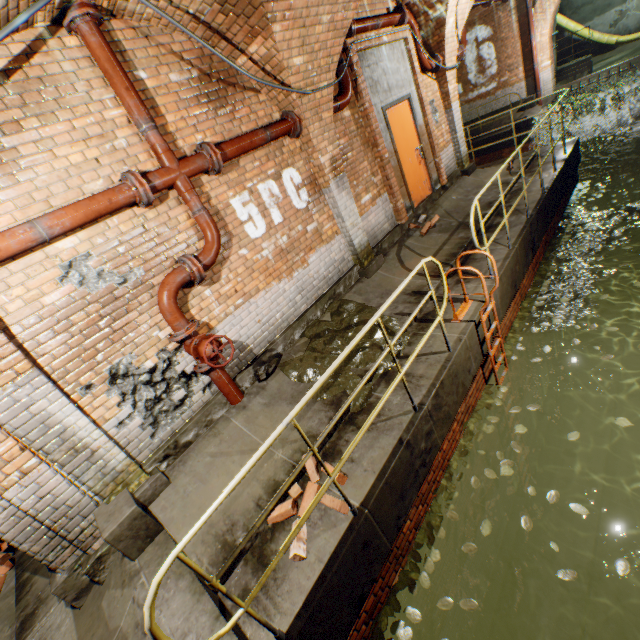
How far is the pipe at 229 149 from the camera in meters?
4.1 m

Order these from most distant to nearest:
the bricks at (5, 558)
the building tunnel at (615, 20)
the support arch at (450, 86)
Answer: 1. the building tunnel at (615, 20)
2. the support arch at (450, 86)
3. the bricks at (5, 558)

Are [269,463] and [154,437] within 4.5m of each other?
yes

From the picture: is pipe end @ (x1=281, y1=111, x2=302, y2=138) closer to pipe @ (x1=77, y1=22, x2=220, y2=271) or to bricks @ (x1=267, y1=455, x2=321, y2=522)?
pipe @ (x1=77, y1=22, x2=220, y2=271)

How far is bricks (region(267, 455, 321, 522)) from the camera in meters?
3.1 m

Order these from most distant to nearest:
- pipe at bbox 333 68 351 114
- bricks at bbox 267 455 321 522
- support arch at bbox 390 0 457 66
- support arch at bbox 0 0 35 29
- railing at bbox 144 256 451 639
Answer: support arch at bbox 390 0 457 66 → pipe at bbox 333 68 351 114 → bricks at bbox 267 455 321 522 → support arch at bbox 0 0 35 29 → railing at bbox 144 256 451 639

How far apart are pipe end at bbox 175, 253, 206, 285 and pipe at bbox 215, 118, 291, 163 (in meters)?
1.26

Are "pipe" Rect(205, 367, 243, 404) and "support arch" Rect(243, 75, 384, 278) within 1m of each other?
no
